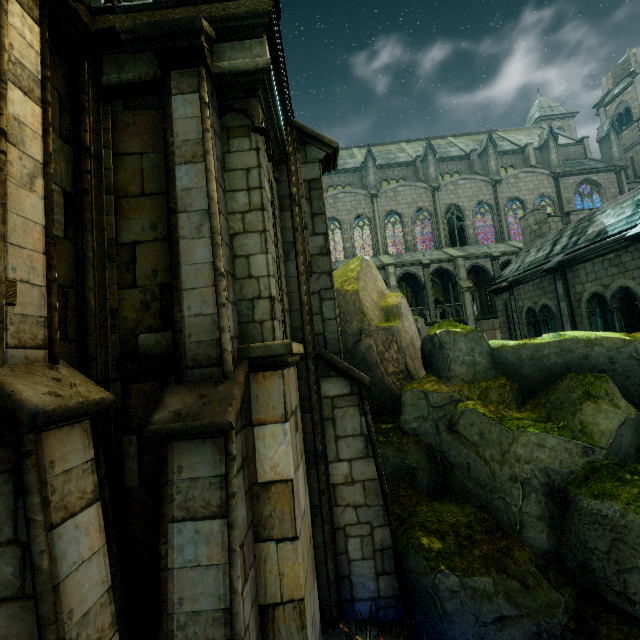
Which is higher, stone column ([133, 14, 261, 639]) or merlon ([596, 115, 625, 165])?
merlon ([596, 115, 625, 165])

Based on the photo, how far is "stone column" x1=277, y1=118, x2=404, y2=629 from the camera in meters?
5.0

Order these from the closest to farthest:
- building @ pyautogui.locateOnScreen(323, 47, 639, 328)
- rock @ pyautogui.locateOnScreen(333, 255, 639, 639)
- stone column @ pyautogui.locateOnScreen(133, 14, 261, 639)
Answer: stone column @ pyautogui.locateOnScreen(133, 14, 261, 639) → rock @ pyautogui.locateOnScreen(333, 255, 639, 639) → building @ pyautogui.locateOnScreen(323, 47, 639, 328)

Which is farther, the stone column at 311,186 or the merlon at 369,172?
the merlon at 369,172

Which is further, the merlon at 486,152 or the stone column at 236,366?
the merlon at 486,152

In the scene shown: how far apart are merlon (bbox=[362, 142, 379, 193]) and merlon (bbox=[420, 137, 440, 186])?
4.59m

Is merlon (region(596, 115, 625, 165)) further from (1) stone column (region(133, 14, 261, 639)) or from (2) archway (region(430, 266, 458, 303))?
(1) stone column (region(133, 14, 261, 639))

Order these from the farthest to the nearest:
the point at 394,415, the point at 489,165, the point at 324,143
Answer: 1. the point at 489,165
2. the point at 394,415
3. the point at 324,143
